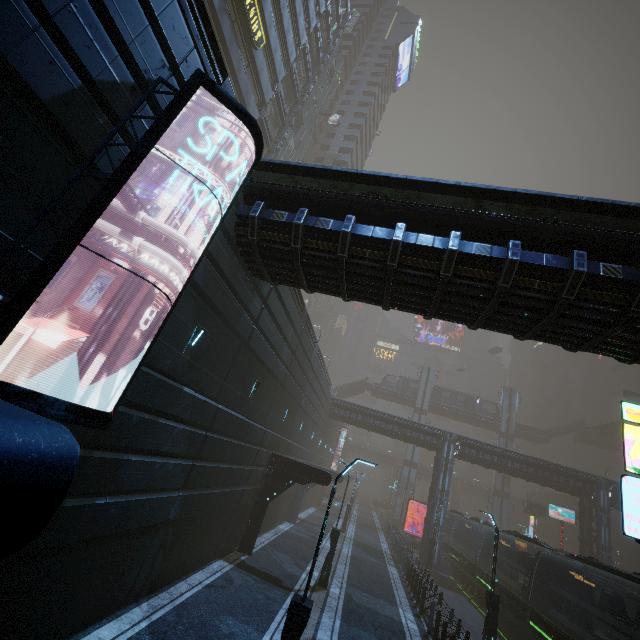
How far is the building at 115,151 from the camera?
5.4m

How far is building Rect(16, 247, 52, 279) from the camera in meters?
4.7 m

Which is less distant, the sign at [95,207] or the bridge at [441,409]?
the sign at [95,207]

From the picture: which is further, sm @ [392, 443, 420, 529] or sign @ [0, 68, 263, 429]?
sm @ [392, 443, 420, 529]

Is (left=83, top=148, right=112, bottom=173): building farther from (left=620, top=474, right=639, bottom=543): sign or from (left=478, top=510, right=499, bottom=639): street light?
(left=478, top=510, right=499, bottom=639): street light

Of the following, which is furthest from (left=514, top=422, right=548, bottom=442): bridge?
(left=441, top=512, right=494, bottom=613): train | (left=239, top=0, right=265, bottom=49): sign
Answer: (left=239, top=0, right=265, bottom=49): sign

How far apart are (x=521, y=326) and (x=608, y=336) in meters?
1.8 m

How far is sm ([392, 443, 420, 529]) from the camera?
50.25m
